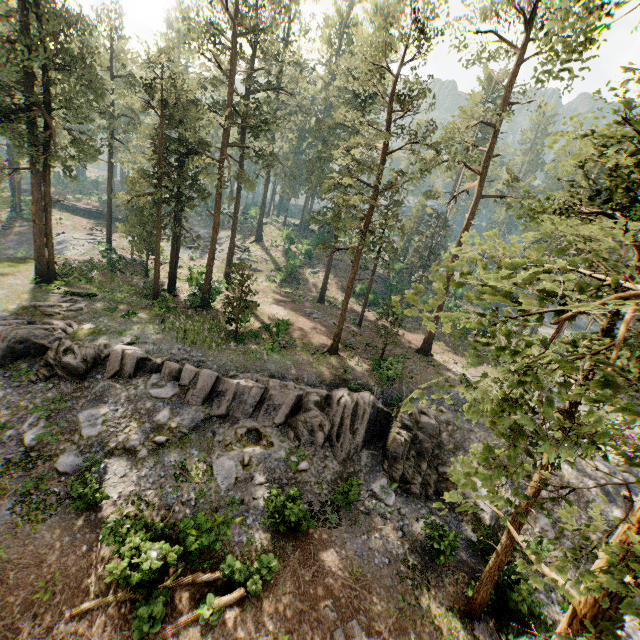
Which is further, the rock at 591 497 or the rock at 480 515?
the rock at 591 497

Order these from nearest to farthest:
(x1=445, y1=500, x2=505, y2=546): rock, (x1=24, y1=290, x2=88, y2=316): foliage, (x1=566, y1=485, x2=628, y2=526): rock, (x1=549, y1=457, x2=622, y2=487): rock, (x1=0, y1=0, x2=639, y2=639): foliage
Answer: (x1=0, y1=0, x2=639, y2=639): foliage, (x1=445, y1=500, x2=505, y2=546): rock, (x1=566, y1=485, x2=628, y2=526): rock, (x1=549, y1=457, x2=622, y2=487): rock, (x1=24, y1=290, x2=88, y2=316): foliage

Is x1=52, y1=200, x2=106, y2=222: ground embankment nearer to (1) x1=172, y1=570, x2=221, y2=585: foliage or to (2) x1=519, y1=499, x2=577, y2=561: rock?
(1) x1=172, y1=570, x2=221, y2=585: foliage

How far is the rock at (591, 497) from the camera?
19.28m

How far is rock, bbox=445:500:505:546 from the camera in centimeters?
1569cm

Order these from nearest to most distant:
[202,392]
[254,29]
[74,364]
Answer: [74,364], [202,392], [254,29]

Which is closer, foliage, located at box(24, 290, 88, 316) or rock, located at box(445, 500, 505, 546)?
rock, located at box(445, 500, 505, 546)
